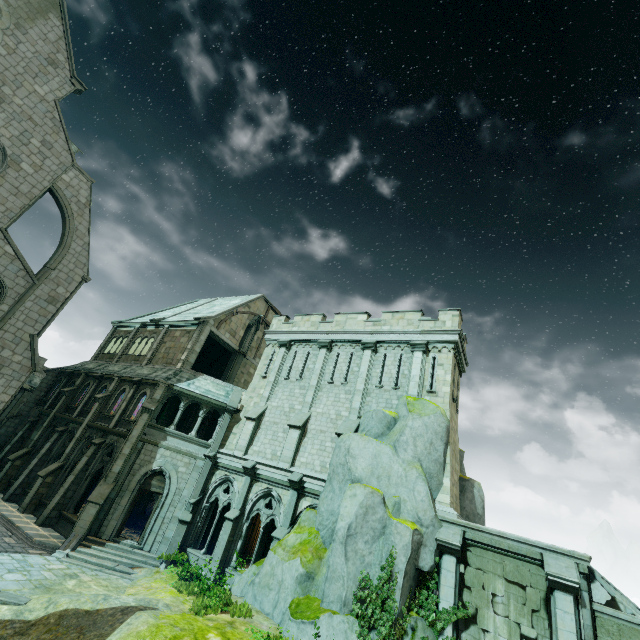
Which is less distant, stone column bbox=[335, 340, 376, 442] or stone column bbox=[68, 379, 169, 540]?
stone column bbox=[68, 379, 169, 540]

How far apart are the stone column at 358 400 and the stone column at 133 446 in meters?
11.3

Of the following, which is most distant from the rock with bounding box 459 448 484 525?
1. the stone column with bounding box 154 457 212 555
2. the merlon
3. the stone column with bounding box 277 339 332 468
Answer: the merlon

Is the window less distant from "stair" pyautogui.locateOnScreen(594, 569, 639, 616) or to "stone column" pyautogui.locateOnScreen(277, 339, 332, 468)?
"stone column" pyautogui.locateOnScreen(277, 339, 332, 468)

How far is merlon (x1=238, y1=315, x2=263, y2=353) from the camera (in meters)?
27.95

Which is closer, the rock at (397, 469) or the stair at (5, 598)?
the stair at (5, 598)

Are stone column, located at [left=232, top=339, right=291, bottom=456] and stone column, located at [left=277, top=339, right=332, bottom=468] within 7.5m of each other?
yes

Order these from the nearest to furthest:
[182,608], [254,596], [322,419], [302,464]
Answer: [182,608] < [254,596] < [302,464] < [322,419]
